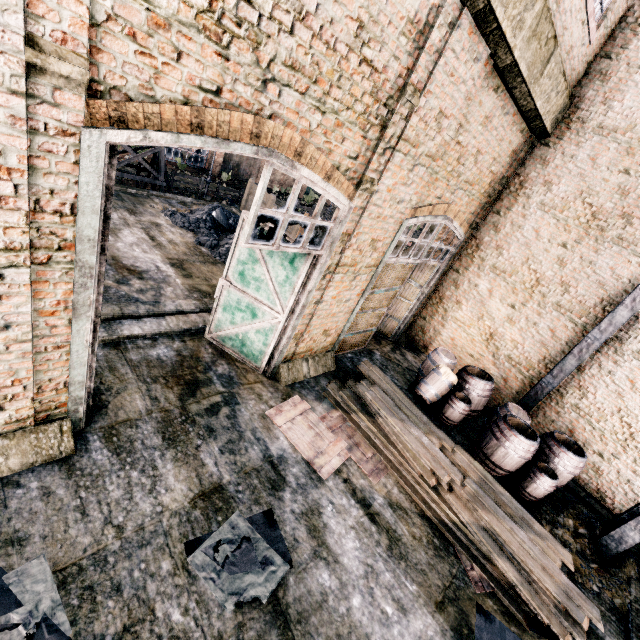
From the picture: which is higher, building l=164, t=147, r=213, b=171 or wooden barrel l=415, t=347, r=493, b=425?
wooden barrel l=415, t=347, r=493, b=425

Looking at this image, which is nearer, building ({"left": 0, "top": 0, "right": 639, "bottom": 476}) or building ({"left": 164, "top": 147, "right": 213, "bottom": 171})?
building ({"left": 0, "top": 0, "right": 639, "bottom": 476})

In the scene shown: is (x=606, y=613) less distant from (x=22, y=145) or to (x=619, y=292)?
(x=619, y=292)

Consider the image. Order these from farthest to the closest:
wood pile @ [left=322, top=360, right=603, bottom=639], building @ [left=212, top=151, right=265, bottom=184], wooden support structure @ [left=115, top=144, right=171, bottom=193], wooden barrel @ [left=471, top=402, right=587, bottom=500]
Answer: building @ [left=212, top=151, right=265, bottom=184] → wooden support structure @ [left=115, top=144, right=171, bottom=193] → wooden barrel @ [left=471, top=402, right=587, bottom=500] → wood pile @ [left=322, top=360, right=603, bottom=639]

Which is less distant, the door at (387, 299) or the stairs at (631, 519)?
A: the stairs at (631, 519)

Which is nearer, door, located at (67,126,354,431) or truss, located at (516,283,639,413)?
door, located at (67,126,354,431)

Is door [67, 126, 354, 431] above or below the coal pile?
above

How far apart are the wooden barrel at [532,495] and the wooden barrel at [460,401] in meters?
0.6 m
